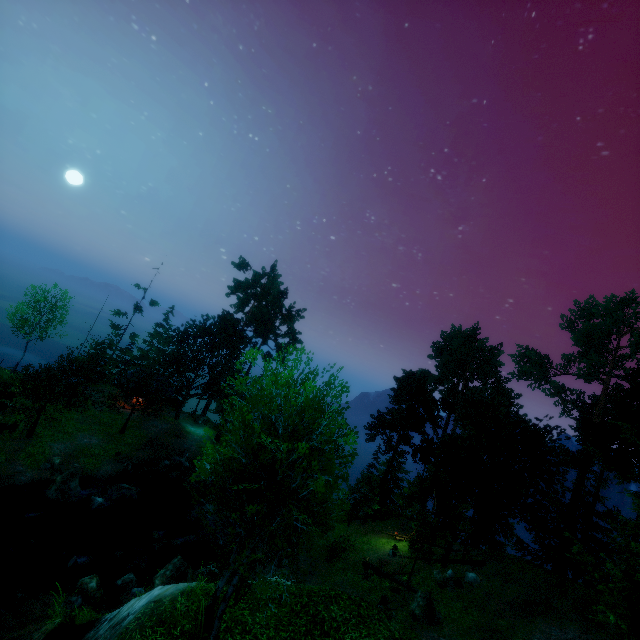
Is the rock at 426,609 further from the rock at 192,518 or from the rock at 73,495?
the rock at 73,495

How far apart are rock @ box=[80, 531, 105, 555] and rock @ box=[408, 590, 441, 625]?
19.7 meters

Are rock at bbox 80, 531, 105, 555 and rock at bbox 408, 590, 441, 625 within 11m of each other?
no

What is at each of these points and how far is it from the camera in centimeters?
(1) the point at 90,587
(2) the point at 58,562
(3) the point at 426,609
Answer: (1) rock, 1575cm
(2) rock, 1812cm
(3) rock, 1789cm

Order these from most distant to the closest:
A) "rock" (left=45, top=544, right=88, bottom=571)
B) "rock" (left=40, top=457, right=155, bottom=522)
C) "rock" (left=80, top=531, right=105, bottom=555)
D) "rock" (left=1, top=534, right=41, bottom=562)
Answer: "rock" (left=40, top=457, right=155, bottom=522)
"rock" (left=80, top=531, right=105, bottom=555)
"rock" (left=1, top=534, right=41, bottom=562)
"rock" (left=45, top=544, right=88, bottom=571)

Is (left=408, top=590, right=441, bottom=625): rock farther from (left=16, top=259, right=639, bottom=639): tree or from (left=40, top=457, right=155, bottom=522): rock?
(left=40, top=457, right=155, bottom=522): rock

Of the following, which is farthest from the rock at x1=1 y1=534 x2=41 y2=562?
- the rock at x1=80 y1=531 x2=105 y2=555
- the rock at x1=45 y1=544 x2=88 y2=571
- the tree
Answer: A: the tree

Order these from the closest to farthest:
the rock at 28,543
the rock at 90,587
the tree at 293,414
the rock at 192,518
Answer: the tree at 293,414
the rock at 90,587
the rock at 28,543
the rock at 192,518
